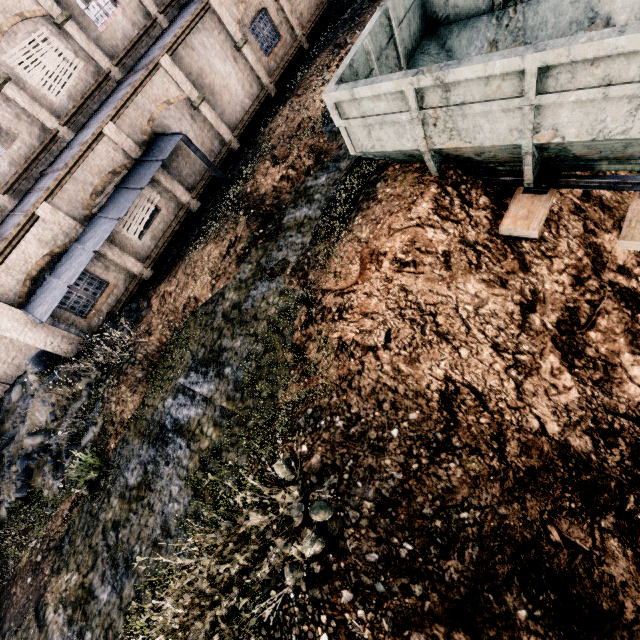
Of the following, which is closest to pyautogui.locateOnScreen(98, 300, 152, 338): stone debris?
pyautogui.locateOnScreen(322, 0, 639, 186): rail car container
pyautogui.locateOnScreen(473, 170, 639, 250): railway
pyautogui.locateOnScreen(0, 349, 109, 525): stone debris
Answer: pyautogui.locateOnScreen(0, 349, 109, 525): stone debris

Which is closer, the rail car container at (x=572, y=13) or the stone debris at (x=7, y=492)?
the rail car container at (x=572, y=13)

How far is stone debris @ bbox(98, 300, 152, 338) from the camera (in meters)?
13.88

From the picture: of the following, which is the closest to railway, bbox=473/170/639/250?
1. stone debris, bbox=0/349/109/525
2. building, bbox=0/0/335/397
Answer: stone debris, bbox=0/349/109/525

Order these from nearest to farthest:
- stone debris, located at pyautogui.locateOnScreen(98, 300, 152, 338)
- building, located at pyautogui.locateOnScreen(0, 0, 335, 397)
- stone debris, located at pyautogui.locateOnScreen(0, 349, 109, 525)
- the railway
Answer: the railway, stone debris, located at pyautogui.locateOnScreen(0, 349, 109, 525), building, located at pyautogui.locateOnScreen(0, 0, 335, 397), stone debris, located at pyautogui.locateOnScreen(98, 300, 152, 338)

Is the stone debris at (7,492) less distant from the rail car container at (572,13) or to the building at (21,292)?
the building at (21,292)

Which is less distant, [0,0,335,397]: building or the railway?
the railway

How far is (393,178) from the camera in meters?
8.8
